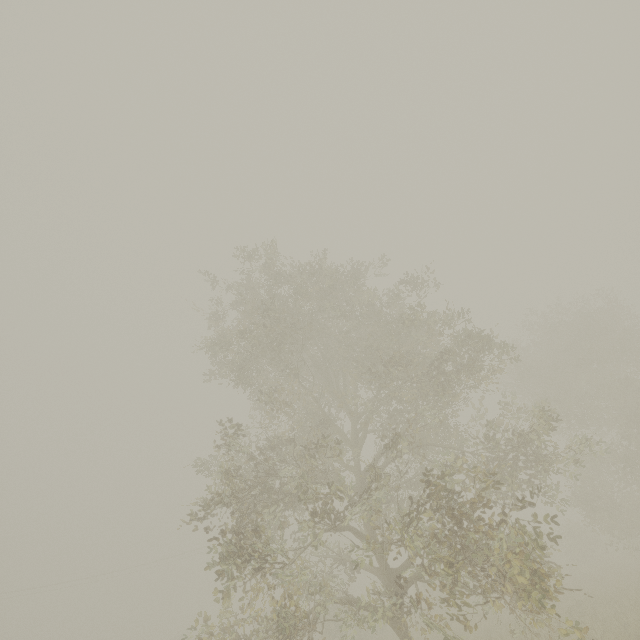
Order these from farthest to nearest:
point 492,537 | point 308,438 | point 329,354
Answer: point 308,438, point 329,354, point 492,537
